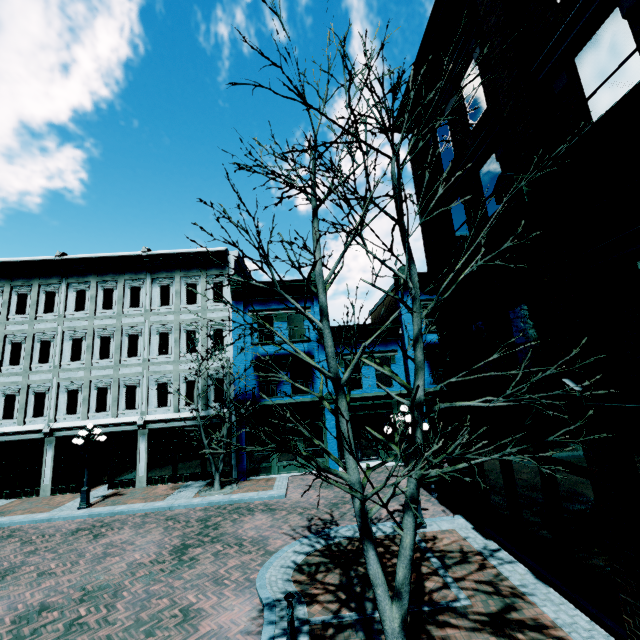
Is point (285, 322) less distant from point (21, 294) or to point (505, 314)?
point (505, 314)

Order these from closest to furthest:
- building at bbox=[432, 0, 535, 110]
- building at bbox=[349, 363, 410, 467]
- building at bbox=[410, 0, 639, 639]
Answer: building at bbox=[410, 0, 639, 639]
building at bbox=[432, 0, 535, 110]
building at bbox=[349, 363, 410, 467]

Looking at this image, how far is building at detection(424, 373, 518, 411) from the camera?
8.22m

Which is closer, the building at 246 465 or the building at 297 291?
the building at 246 465

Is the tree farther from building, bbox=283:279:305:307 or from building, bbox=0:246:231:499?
building, bbox=0:246:231:499

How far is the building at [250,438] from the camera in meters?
17.5

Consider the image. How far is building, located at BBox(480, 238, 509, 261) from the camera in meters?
7.5
